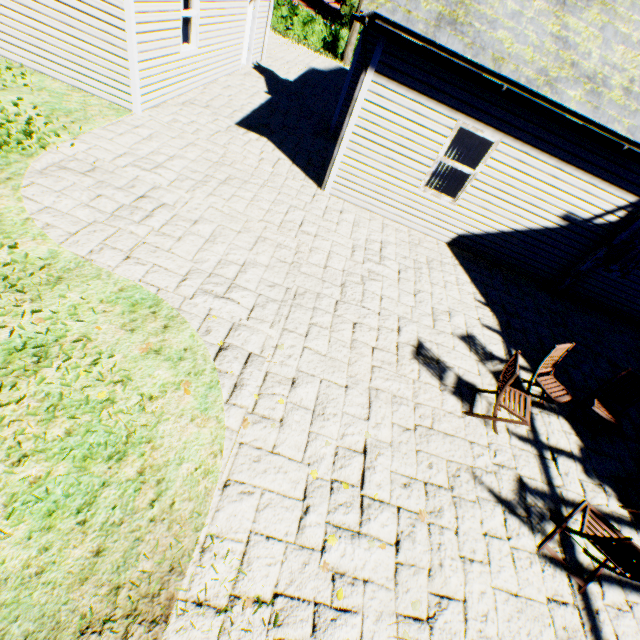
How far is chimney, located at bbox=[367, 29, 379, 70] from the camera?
9.0 meters

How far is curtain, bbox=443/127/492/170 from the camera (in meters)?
7.11

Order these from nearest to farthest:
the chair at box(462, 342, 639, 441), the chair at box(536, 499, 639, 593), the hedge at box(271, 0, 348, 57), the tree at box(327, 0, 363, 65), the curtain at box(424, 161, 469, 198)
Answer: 1. the chair at box(536, 499, 639, 593)
2. the chair at box(462, 342, 639, 441)
3. the curtain at box(424, 161, 469, 198)
4. the tree at box(327, 0, 363, 65)
5. the hedge at box(271, 0, 348, 57)

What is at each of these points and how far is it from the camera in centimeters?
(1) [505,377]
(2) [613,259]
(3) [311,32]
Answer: (1) chair, 455cm
(2) curtain, 845cm
(3) hedge, 2069cm

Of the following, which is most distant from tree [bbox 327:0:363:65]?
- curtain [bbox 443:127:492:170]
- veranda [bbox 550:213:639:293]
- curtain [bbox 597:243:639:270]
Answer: curtain [bbox 597:243:639:270]

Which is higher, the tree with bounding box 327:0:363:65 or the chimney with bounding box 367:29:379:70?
the chimney with bounding box 367:29:379:70

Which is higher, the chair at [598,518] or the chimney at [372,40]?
the chimney at [372,40]

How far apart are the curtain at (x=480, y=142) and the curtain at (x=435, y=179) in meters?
0.1 m
